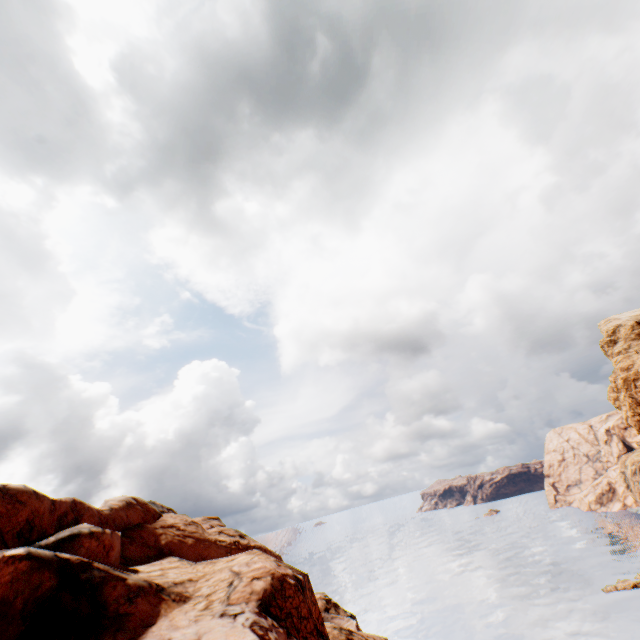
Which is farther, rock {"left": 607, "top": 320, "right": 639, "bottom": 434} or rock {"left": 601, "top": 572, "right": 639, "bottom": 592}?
rock {"left": 601, "top": 572, "right": 639, "bottom": 592}

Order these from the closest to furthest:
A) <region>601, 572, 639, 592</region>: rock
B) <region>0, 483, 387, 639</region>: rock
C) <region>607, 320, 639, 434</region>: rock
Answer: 1. <region>0, 483, 387, 639</region>: rock
2. <region>607, 320, 639, 434</region>: rock
3. <region>601, 572, 639, 592</region>: rock

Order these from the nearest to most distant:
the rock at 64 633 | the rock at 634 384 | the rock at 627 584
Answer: the rock at 64 633
the rock at 634 384
the rock at 627 584

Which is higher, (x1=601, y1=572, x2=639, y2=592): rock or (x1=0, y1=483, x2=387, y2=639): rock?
(x1=0, y1=483, x2=387, y2=639): rock

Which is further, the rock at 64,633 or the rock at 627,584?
the rock at 627,584

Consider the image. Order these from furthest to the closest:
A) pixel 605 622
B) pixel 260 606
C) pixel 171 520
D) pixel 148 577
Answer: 1. pixel 605 622
2. pixel 171 520
3. pixel 148 577
4. pixel 260 606
